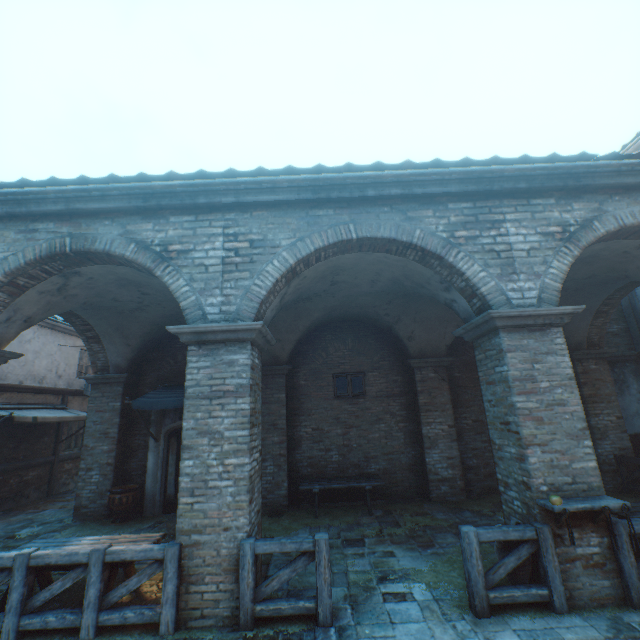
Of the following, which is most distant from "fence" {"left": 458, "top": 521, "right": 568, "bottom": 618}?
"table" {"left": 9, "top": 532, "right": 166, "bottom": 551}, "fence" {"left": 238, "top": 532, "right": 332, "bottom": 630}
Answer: "table" {"left": 9, "top": 532, "right": 166, "bottom": 551}

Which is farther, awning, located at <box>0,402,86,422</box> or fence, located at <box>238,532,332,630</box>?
awning, located at <box>0,402,86,422</box>

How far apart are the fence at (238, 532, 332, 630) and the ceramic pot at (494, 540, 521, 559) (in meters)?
2.36

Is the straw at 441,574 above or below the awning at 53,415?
below

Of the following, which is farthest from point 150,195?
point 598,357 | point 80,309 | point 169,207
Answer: point 598,357

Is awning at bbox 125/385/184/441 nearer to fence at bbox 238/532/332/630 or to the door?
the door

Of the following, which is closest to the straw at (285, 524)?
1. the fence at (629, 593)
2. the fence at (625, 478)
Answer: the fence at (629, 593)

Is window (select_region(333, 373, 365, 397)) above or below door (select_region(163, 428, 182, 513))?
above
